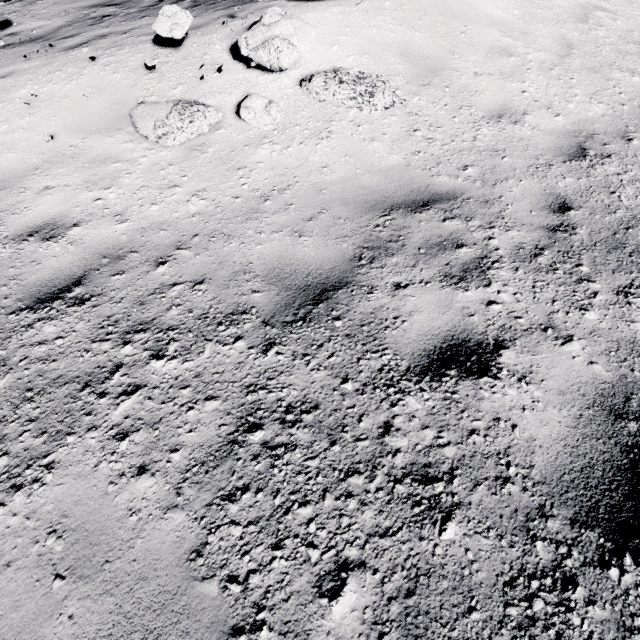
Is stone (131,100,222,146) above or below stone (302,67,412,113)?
below

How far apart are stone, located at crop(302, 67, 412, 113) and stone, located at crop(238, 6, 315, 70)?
0.3m

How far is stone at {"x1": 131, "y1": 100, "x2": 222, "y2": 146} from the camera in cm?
396

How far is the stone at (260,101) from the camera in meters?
4.0

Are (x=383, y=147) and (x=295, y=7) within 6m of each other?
yes

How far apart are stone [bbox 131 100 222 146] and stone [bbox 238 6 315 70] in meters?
1.0 m

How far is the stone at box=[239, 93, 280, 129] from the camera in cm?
405

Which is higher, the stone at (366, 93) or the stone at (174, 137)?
the stone at (366, 93)
